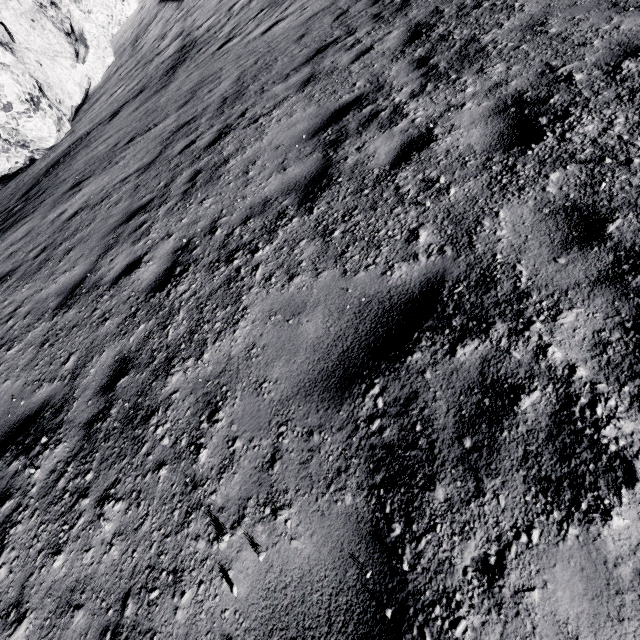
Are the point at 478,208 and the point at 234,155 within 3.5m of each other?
no
